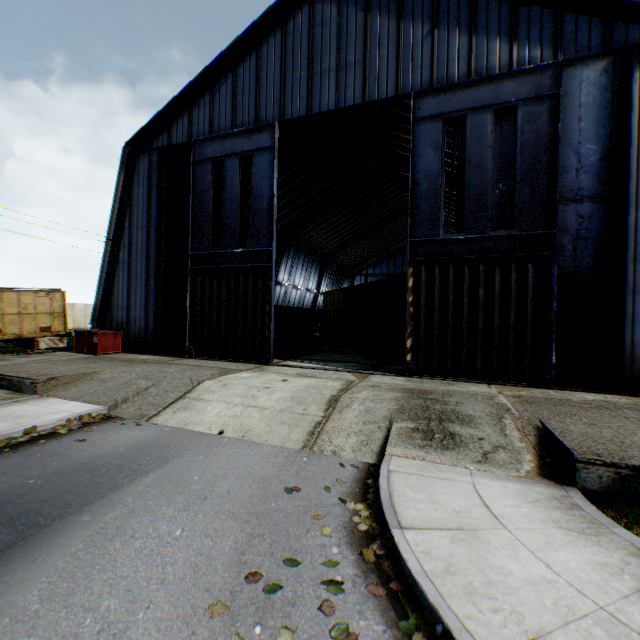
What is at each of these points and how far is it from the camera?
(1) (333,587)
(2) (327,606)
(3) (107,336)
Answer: (1) leaf decal, 3.3m
(2) leaf decal, 3.1m
(3) trash dumpster, 15.9m

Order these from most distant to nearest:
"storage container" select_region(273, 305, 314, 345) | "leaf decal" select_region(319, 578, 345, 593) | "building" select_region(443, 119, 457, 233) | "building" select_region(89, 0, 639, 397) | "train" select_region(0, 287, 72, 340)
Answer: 1. "storage container" select_region(273, 305, 314, 345)
2. "train" select_region(0, 287, 72, 340)
3. "building" select_region(443, 119, 457, 233)
4. "building" select_region(89, 0, 639, 397)
5. "leaf decal" select_region(319, 578, 345, 593)

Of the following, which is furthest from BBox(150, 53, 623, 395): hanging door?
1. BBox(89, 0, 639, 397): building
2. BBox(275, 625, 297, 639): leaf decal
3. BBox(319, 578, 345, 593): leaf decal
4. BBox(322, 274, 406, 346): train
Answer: BBox(275, 625, 297, 639): leaf decal

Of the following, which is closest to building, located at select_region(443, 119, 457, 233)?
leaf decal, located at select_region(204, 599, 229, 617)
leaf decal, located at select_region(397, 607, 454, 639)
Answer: leaf decal, located at select_region(397, 607, 454, 639)

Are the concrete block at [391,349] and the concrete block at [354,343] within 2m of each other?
no

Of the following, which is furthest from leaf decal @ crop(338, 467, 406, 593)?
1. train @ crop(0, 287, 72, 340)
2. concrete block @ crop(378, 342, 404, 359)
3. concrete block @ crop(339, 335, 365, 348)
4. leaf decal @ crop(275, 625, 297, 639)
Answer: train @ crop(0, 287, 72, 340)

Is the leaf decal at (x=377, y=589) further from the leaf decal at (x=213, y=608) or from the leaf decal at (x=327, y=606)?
the leaf decal at (x=213, y=608)

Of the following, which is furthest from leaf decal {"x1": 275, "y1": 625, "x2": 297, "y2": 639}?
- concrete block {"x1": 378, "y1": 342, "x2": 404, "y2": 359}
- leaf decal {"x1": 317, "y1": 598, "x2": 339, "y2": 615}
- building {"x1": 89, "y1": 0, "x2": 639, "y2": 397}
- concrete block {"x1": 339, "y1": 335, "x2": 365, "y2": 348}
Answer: concrete block {"x1": 339, "y1": 335, "x2": 365, "y2": 348}
